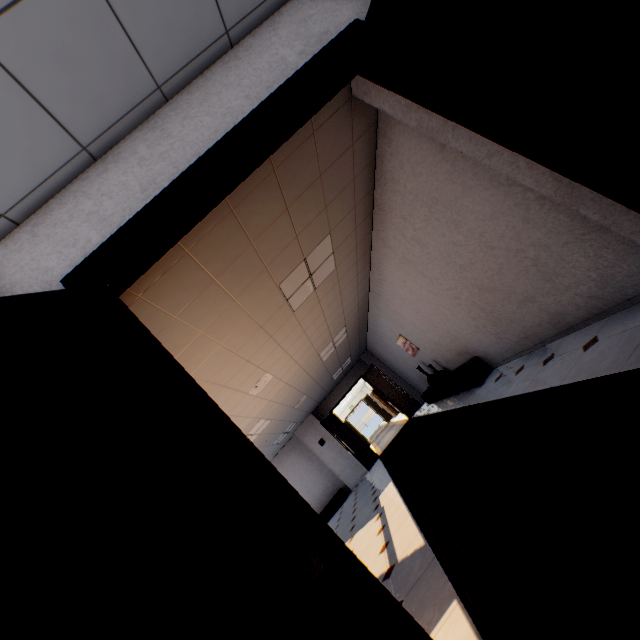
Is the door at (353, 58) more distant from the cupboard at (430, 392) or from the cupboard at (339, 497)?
the cupboard at (339, 497)

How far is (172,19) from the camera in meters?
1.6

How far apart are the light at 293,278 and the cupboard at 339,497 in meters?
9.4

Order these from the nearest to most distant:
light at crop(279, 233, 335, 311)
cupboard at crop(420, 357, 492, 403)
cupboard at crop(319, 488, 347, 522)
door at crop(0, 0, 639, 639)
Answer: door at crop(0, 0, 639, 639) < light at crop(279, 233, 335, 311) < cupboard at crop(420, 357, 492, 403) < cupboard at crop(319, 488, 347, 522)

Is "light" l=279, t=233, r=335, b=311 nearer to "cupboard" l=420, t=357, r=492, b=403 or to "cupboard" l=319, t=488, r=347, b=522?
"cupboard" l=420, t=357, r=492, b=403

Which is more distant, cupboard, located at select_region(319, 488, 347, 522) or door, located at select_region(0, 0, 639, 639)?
cupboard, located at select_region(319, 488, 347, 522)

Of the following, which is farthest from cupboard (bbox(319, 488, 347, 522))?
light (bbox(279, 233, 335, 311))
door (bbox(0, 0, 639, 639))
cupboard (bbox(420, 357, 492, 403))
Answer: door (bbox(0, 0, 639, 639))

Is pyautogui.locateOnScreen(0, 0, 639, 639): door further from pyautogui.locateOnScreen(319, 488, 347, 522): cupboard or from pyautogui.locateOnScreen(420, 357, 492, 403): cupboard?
pyautogui.locateOnScreen(319, 488, 347, 522): cupboard
